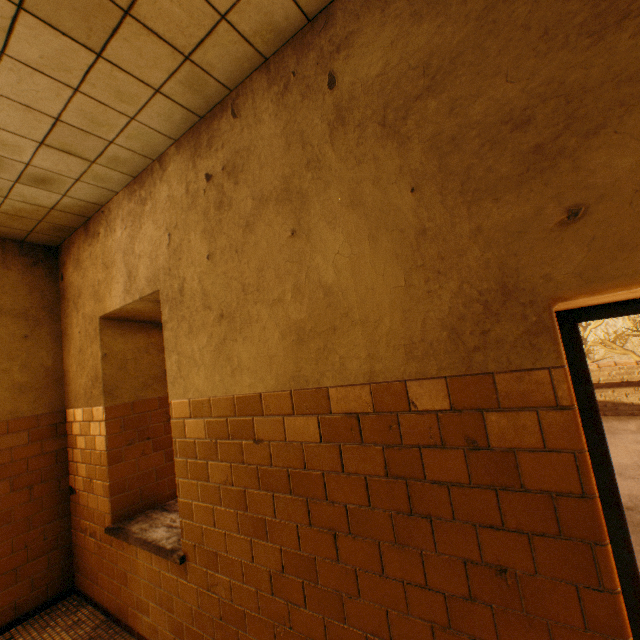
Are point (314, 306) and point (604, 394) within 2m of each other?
no
